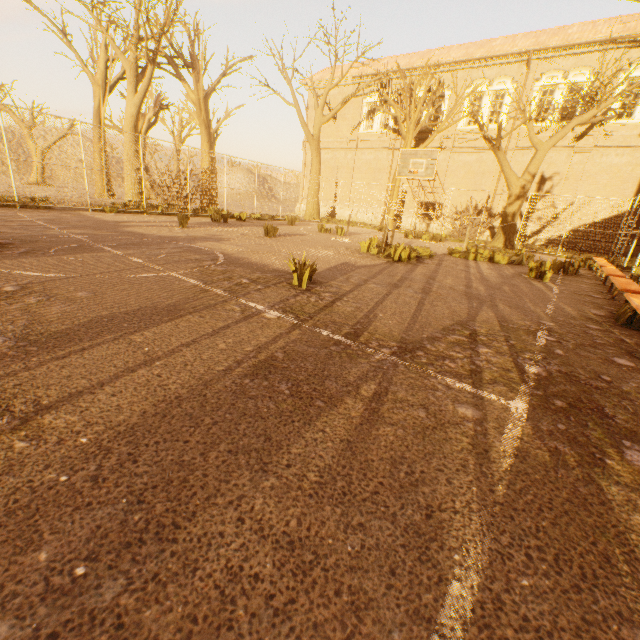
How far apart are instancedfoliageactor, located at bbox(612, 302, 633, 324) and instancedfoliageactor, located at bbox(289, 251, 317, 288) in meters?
4.5

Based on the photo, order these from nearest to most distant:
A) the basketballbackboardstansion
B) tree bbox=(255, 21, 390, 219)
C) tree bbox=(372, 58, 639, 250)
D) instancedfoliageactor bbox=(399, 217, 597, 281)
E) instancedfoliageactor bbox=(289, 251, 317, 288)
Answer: instancedfoliageactor bbox=(289, 251, 317, 288) → instancedfoliageactor bbox=(399, 217, 597, 281) → the basketballbackboardstansion → tree bbox=(372, 58, 639, 250) → tree bbox=(255, 21, 390, 219)

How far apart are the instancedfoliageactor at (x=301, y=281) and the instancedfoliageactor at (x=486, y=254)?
8.0m

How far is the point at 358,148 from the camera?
26.89m

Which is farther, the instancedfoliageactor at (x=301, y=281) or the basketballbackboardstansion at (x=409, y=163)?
the basketballbackboardstansion at (x=409, y=163)

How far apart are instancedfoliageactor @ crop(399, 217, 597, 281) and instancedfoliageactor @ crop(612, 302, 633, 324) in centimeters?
603cm

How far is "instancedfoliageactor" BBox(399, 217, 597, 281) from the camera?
8.3m

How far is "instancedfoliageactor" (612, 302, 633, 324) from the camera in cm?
463
